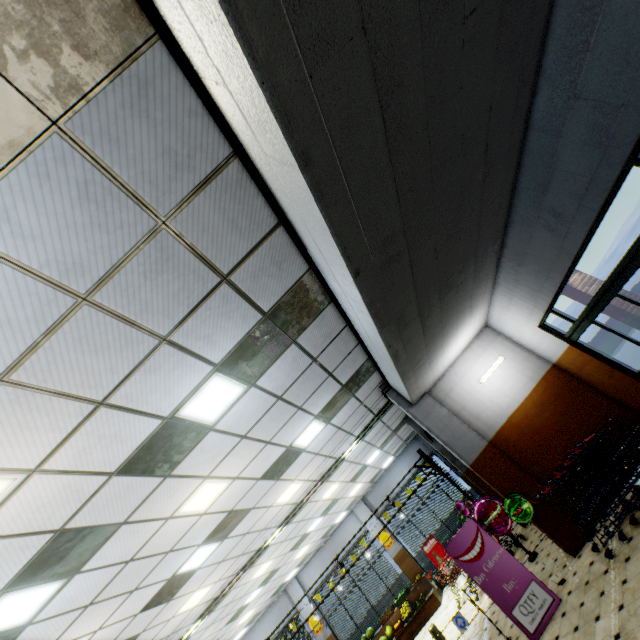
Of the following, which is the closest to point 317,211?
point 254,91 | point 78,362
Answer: point 254,91

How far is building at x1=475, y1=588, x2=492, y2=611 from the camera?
8.2 meters

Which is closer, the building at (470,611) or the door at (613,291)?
the door at (613,291)

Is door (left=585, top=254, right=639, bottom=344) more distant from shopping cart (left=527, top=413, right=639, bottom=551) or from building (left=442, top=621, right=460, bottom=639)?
shopping cart (left=527, top=413, right=639, bottom=551)

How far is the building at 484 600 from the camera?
8.2 meters

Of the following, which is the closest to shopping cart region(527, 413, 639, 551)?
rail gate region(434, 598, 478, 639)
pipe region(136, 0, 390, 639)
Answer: rail gate region(434, 598, 478, 639)

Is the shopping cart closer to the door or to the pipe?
the door

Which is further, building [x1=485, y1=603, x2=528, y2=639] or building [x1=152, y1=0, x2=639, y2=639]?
building [x1=485, y1=603, x2=528, y2=639]
